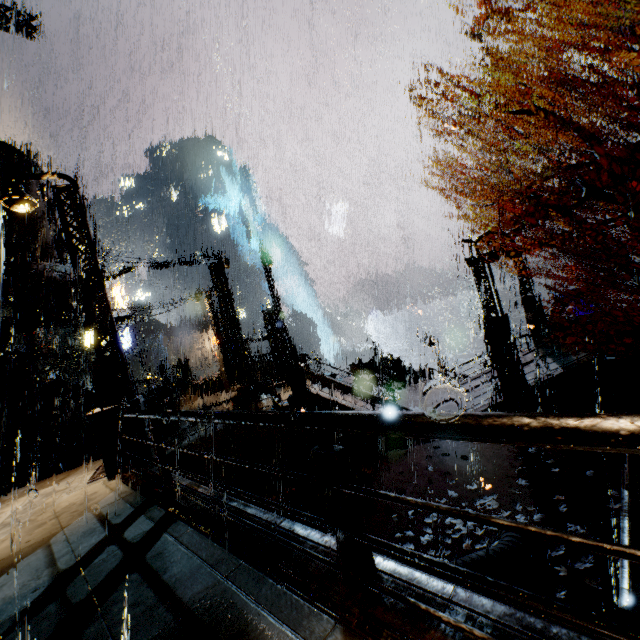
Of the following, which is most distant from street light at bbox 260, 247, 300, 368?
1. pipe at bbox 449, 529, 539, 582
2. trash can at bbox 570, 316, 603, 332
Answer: trash can at bbox 570, 316, 603, 332

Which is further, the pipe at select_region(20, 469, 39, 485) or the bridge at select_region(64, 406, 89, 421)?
the bridge at select_region(64, 406, 89, 421)

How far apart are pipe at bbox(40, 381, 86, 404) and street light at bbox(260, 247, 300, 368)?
11.8m

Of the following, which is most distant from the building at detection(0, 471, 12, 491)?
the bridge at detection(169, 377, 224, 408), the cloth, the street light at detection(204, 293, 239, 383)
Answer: the cloth

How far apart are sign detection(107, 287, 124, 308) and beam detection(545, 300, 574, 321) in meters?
44.5 m

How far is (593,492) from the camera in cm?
907

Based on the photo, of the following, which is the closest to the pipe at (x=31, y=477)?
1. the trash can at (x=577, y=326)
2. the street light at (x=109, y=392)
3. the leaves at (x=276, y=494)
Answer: the leaves at (x=276, y=494)

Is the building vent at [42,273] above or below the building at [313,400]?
above
